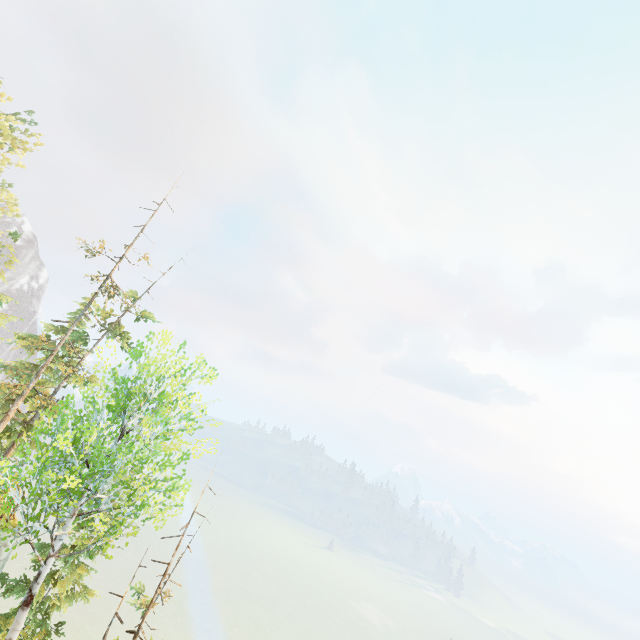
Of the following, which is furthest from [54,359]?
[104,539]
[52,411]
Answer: [104,539]
